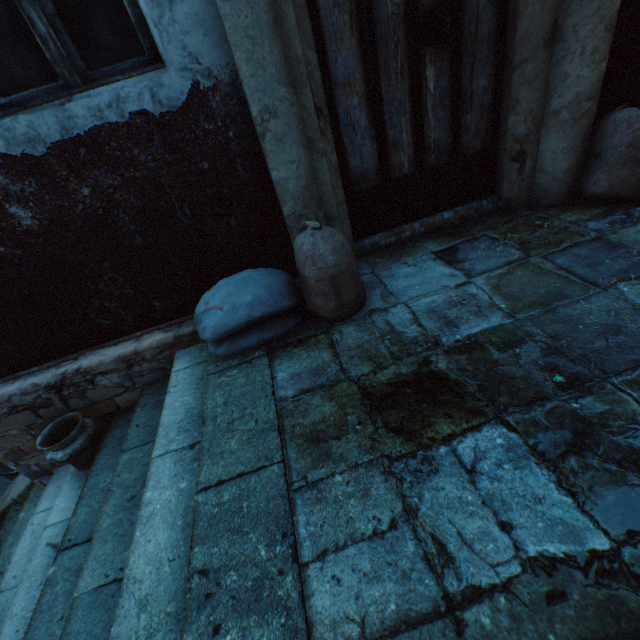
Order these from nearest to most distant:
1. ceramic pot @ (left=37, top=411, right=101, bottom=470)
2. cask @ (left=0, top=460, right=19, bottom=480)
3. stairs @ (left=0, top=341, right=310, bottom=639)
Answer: stairs @ (left=0, top=341, right=310, bottom=639) → ceramic pot @ (left=37, top=411, right=101, bottom=470) → cask @ (left=0, top=460, right=19, bottom=480)

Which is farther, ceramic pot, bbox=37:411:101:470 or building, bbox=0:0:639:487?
ceramic pot, bbox=37:411:101:470

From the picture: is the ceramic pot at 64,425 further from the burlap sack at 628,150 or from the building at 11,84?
the burlap sack at 628,150

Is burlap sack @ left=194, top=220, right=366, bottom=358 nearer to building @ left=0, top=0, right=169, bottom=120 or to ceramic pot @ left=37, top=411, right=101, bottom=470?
building @ left=0, top=0, right=169, bottom=120

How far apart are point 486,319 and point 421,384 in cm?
58

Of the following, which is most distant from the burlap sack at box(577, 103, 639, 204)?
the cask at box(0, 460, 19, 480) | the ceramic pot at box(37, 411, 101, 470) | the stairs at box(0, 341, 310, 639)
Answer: the cask at box(0, 460, 19, 480)

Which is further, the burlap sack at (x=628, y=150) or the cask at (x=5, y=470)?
the cask at (x=5, y=470)

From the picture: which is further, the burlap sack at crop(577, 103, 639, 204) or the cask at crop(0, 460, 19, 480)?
the cask at crop(0, 460, 19, 480)
